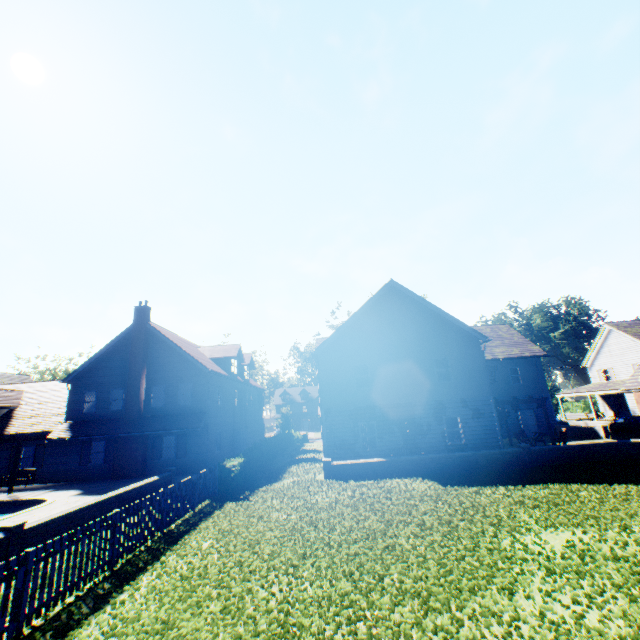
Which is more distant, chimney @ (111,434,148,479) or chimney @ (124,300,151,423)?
chimney @ (124,300,151,423)

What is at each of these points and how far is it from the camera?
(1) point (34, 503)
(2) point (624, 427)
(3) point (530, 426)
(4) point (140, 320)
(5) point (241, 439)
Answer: (1) swimming pool, 16.97m
(2) car, 27.81m
(3) door, 27.72m
(4) chimney, 24.33m
(5) door, 28.94m

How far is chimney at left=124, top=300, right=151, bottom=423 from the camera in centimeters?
2252cm

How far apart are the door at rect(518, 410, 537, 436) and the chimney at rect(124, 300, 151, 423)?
30.8 meters

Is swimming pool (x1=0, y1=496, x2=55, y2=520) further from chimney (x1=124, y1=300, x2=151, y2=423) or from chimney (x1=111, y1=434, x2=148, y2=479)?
chimney (x1=124, y1=300, x2=151, y2=423)

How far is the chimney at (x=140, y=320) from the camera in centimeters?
2252cm

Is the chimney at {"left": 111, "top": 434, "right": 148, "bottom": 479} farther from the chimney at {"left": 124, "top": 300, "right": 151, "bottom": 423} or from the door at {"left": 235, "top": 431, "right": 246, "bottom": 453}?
the door at {"left": 235, "top": 431, "right": 246, "bottom": 453}

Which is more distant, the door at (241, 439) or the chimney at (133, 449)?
the door at (241, 439)
